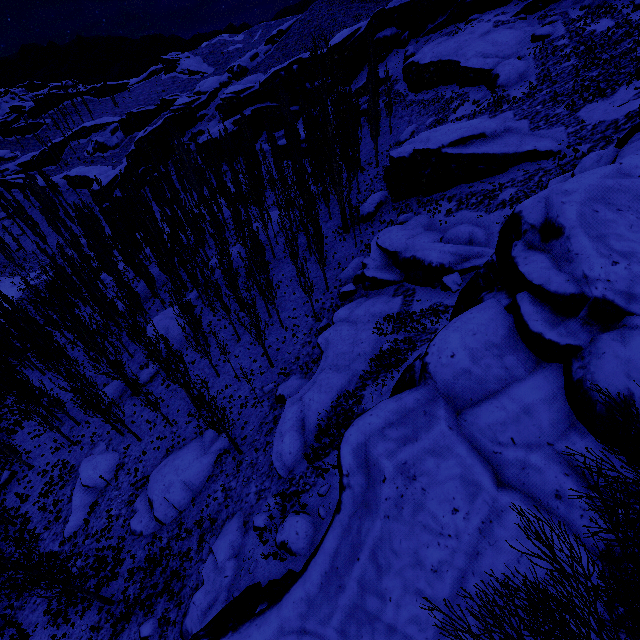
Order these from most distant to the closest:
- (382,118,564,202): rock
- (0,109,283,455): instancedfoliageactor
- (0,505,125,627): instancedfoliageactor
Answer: (382,118,564,202): rock, (0,109,283,455): instancedfoliageactor, (0,505,125,627): instancedfoliageactor

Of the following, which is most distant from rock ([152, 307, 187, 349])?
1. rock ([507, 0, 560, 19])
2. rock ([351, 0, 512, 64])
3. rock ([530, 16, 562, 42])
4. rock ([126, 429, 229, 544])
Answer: rock ([507, 0, 560, 19])

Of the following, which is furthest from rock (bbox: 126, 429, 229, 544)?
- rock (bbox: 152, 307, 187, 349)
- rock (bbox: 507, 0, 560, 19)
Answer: rock (bbox: 507, 0, 560, 19)

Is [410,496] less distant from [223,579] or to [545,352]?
[545,352]

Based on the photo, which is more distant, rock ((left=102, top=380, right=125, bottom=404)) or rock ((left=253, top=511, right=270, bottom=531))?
rock ((left=102, top=380, right=125, bottom=404))

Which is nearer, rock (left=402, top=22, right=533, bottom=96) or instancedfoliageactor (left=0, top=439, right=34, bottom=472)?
instancedfoliageactor (left=0, top=439, right=34, bottom=472)

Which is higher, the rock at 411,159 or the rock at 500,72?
the rock at 500,72

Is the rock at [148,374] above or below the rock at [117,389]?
above
